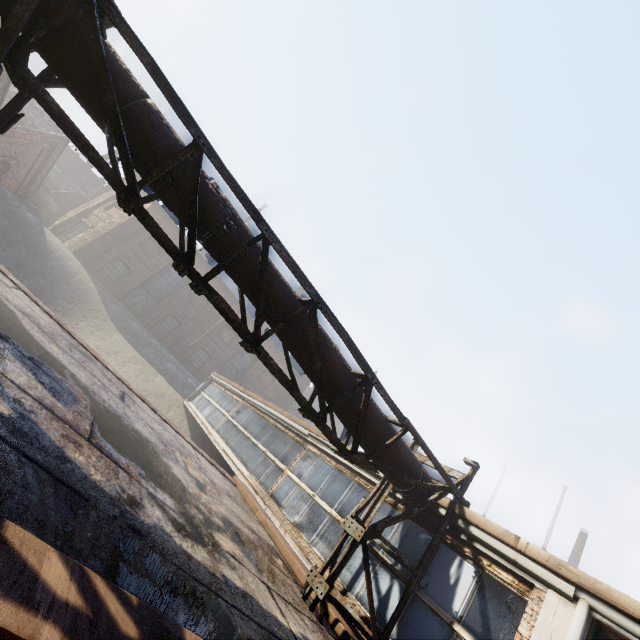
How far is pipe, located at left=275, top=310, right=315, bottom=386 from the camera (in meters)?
4.28

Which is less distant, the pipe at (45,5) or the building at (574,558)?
the pipe at (45,5)

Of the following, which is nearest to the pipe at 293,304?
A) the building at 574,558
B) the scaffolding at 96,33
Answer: the scaffolding at 96,33

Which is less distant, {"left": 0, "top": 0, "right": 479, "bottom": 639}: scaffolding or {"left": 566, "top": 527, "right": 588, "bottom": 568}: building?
{"left": 0, "top": 0, "right": 479, "bottom": 639}: scaffolding

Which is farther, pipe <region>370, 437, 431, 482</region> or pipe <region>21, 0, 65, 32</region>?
pipe <region>370, 437, 431, 482</region>

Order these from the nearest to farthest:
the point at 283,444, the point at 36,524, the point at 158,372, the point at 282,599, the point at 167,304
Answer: Result: the point at 36,524 → the point at 282,599 → the point at 283,444 → the point at 158,372 → the point at 167,304
